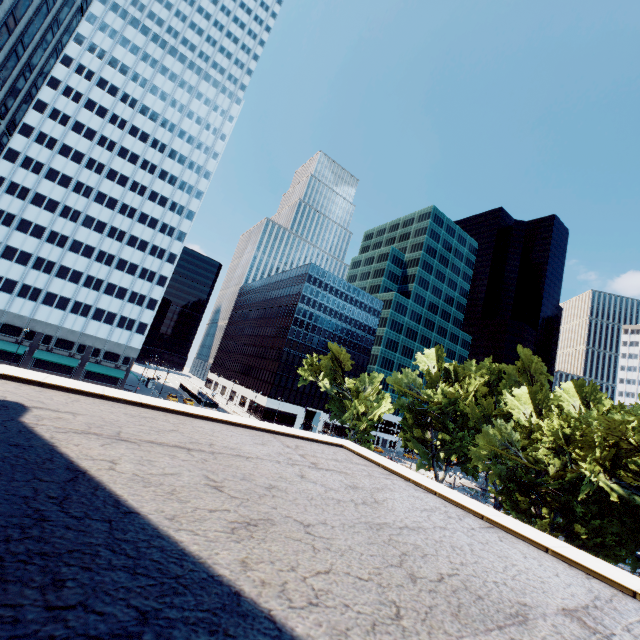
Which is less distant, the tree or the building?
the building

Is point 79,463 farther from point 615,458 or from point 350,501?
point 615,458

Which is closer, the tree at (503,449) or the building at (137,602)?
the building at (137,602)
